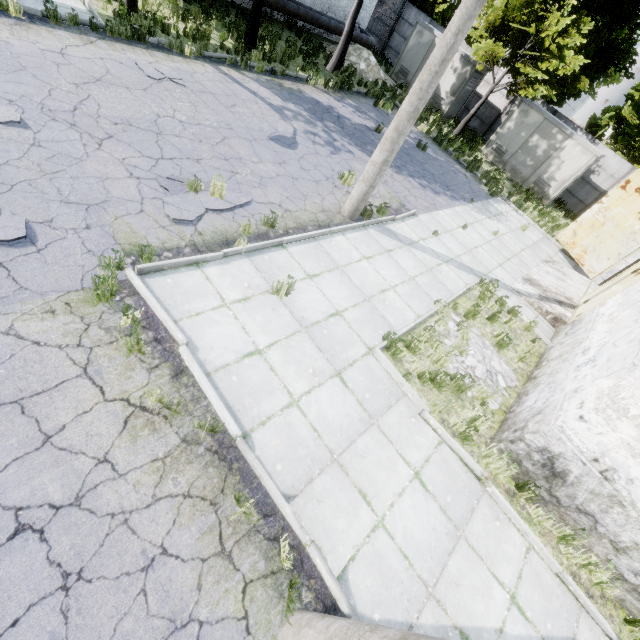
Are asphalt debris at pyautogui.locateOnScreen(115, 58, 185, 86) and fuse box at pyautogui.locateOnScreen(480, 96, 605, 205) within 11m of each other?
no

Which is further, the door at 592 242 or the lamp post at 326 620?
the door at 592 242

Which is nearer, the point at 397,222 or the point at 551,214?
the point at 397,222

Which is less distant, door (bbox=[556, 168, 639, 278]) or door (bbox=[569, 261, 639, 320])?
door (bbox=[569, 261, 639, 320])

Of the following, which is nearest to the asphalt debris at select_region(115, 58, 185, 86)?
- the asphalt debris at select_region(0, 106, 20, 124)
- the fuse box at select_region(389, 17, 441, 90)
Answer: the asphalt debris at select_region(0, 106, 20, 124)

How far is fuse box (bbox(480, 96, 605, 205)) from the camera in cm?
1795

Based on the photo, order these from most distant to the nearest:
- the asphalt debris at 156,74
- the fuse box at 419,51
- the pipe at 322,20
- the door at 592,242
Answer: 1. the fuse box at 419,51
2. the pipe at 322,20
3. the door at 592,242
4. the asphalt debris at 156,74

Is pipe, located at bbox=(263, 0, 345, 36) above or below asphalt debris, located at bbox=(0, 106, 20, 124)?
above
